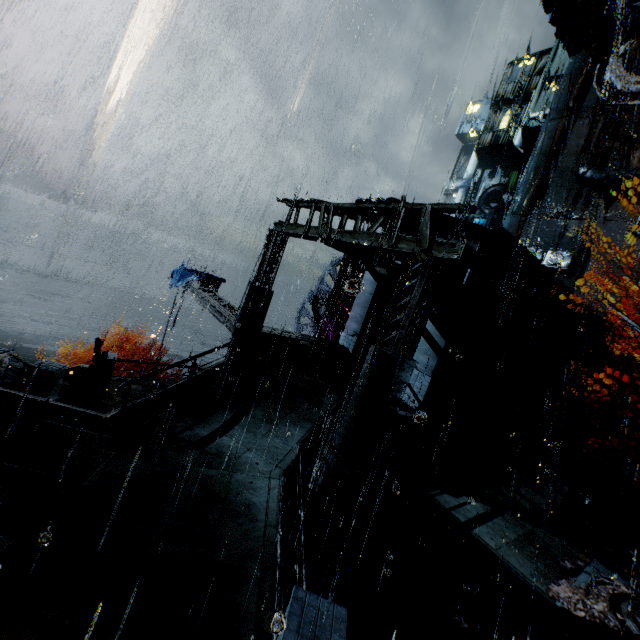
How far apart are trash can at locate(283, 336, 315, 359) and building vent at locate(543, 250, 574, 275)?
25.63m

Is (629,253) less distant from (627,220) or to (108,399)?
(627,220)

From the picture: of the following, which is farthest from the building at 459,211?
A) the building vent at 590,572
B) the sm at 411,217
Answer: the building vent at 590,572

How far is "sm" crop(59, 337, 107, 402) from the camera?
13.20m

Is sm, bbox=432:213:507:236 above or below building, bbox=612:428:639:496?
above

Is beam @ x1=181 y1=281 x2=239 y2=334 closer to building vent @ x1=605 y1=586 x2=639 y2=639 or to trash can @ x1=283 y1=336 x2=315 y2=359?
trash can @ x1=283 y1=336 x2=315 y2=359

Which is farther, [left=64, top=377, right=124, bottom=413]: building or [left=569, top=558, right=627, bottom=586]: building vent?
[left=64, top=377, right=124, bottom=413]: building

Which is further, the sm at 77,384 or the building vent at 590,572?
the sm at 77,384
